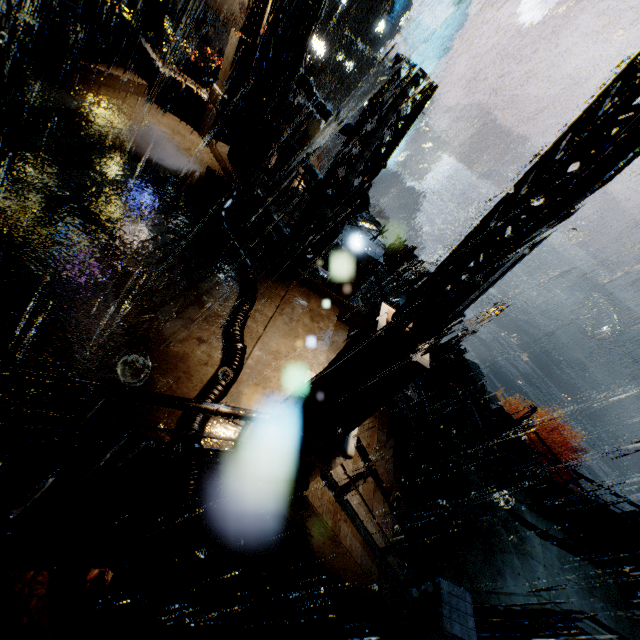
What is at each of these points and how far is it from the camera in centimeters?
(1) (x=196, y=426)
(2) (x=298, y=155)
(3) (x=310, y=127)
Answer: (1) pipe, 432cm
(2) railing, 838cm
(3) building vent, 2266cm

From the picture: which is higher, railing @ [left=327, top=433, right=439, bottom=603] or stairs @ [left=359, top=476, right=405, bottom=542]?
railing @ [left=327, top=433, right=439, bottom=603]

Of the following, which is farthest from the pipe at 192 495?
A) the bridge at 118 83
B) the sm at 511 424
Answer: the sm at 511 424

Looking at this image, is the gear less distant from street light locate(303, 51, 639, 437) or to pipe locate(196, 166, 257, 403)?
pipe locate(196, 166, 257, 403)

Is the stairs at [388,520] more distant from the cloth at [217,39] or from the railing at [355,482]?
the cloth at [217,39]

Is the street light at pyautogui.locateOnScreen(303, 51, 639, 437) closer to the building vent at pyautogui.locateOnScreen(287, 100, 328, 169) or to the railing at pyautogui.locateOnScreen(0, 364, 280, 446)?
the railing at pyautogui.locateOnScreen(0, 364, 280, 446)

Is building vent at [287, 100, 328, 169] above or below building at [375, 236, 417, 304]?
above

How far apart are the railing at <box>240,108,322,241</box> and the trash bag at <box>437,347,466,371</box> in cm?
1048
